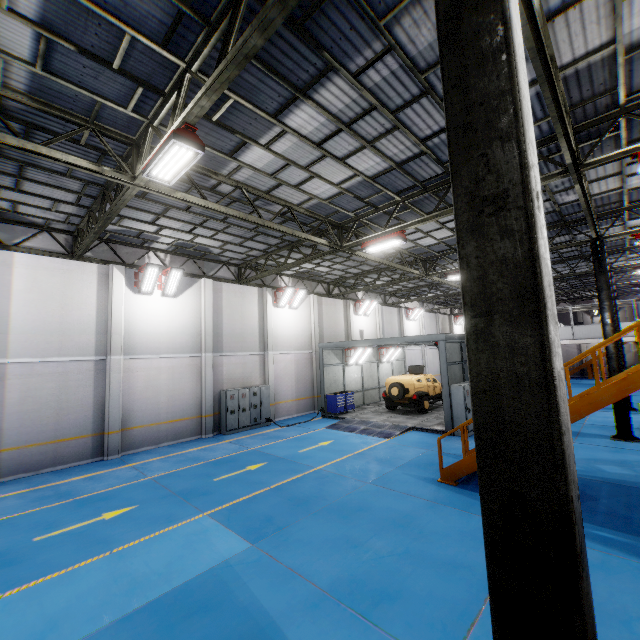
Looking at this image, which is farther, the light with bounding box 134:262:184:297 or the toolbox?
the toolbox

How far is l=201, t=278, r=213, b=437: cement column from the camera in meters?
15.9

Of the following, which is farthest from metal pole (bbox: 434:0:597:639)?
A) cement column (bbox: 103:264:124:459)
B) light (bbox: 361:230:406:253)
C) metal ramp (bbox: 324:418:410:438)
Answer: cement column (bbox: 103:264:124:459)

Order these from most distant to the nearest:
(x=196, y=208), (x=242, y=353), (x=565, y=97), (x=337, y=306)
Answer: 1. (x=337, y=306)
2. (x=242, y=353)
3. (x=196, y=208)
4. (x=565, y=97)

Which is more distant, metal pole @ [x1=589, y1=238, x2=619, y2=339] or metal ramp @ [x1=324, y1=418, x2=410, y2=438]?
metal ramp @ [x1=324, y1=418, x2=410, y2=438]

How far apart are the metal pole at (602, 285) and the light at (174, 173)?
14.9m

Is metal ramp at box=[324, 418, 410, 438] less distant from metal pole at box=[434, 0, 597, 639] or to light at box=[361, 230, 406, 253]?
light at box=[361, 230, 406, 253]

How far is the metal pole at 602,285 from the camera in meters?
12.9
